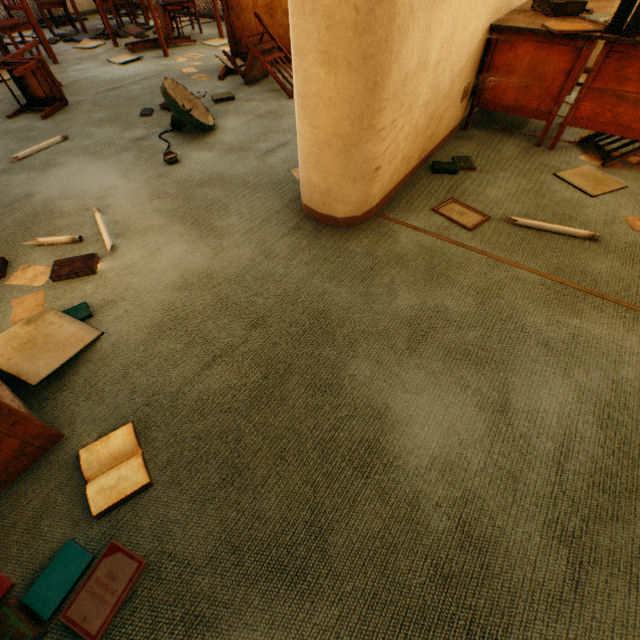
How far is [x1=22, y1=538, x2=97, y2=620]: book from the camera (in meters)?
0.90

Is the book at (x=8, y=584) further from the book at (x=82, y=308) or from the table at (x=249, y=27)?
the table at (x=249, y=27)

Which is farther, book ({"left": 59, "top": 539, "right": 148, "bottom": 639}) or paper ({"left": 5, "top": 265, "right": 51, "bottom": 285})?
paper ({"left": 5, "top": 265, "right": 51, "bottom": 285})

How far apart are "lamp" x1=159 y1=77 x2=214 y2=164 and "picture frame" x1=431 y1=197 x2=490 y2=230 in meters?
2.0 m

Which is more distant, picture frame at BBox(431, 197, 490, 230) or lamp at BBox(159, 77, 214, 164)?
lamp at BBox(159, 77, 214, 164)

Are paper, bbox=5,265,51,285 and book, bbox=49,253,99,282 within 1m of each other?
yes

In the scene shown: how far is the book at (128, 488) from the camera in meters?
1.1 m

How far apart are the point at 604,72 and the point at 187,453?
3.4 meters
